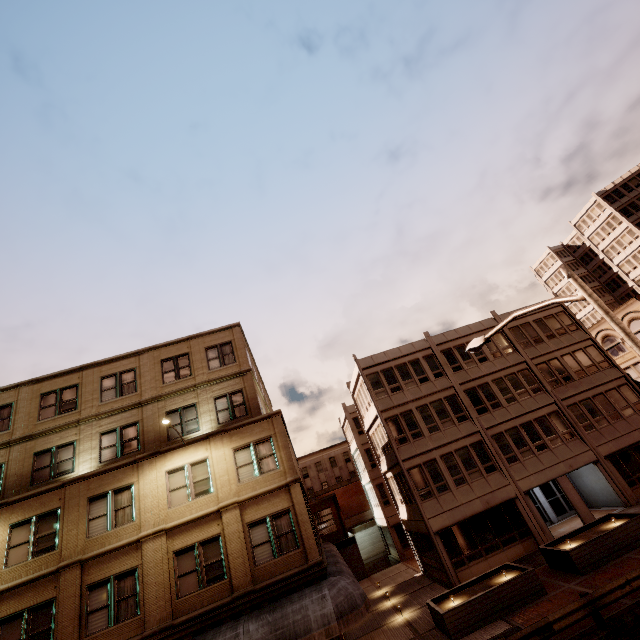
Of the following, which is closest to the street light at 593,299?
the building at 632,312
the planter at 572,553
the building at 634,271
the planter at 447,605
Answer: the planter at 447,605

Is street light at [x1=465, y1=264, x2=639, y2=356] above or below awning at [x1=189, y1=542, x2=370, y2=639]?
above

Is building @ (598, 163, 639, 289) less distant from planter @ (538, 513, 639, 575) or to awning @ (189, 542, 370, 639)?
planter @ (538, 513, 639, 575)

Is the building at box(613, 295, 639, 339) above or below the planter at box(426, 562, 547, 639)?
above

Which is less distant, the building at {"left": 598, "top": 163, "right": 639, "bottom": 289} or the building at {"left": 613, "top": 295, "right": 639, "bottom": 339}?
the building at {"left": 613, "top": 295, "right": 639, "bottom": 339}

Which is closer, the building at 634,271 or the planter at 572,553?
the planter at 572,553

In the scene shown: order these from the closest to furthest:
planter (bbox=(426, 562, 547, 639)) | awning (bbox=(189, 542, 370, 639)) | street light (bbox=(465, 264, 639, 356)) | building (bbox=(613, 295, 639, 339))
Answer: street light (bbox=(465, 264, 639, 356)) → awning (bbox=(189, 542, 370, 639)) → planter (bbox=(426, 562, 547, 639)) → building (bbox=(613, 295, 639, 339))

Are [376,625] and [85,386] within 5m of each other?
no
